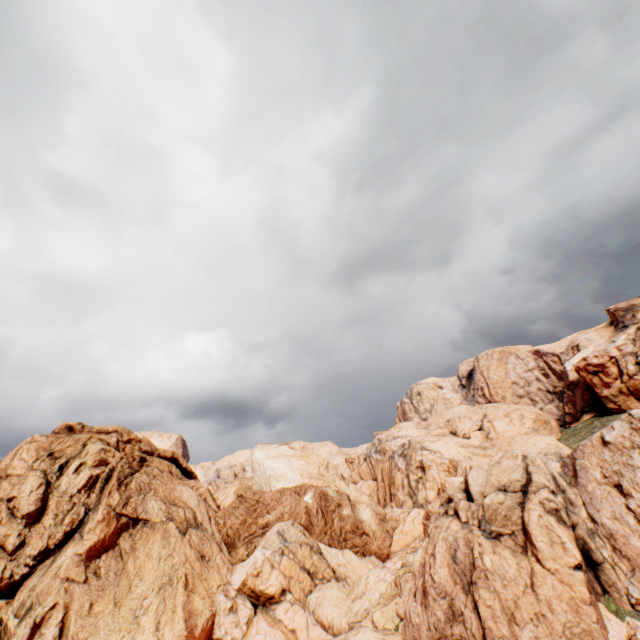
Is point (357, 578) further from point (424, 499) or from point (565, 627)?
point (565, 627)
